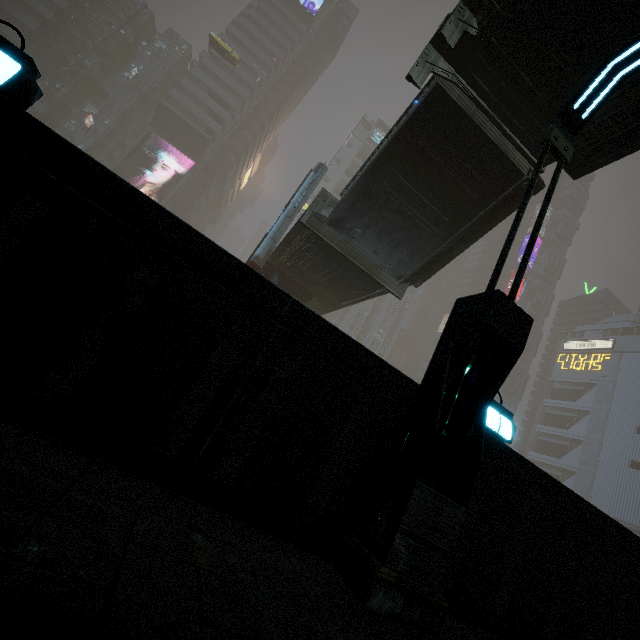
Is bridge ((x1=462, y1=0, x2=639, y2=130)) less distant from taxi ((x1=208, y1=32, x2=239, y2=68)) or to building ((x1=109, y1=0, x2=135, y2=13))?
building ((x1=109, y1=0, x2=135, y2=13))

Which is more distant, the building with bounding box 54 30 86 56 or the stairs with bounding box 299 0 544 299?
the building with bounding box 54 30 86 56

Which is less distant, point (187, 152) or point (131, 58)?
point (187, 152)

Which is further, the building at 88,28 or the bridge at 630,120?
the building at 88,28

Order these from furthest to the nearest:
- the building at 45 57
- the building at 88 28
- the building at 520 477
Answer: the building at 88 28 → the building at 45 57 → the building at 520 477

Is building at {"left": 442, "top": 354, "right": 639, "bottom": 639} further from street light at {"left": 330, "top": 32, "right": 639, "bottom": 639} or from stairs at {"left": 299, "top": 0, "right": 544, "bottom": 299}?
stairs at {"left": 299, "top": 0, "right": 544, "bottom": 299}

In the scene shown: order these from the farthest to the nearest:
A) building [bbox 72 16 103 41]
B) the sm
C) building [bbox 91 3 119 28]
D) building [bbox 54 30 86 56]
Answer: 1. building [bbox 91 3 119 28]
2. building [bbox 72 16 103 41]
3. building [bbox 54 30 86 56]
4. the sm

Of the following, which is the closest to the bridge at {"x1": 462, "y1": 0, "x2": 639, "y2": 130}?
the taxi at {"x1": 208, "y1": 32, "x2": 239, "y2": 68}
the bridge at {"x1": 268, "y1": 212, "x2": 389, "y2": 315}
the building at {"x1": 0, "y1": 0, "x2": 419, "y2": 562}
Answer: → the building at {"x1": 0, "y1": 0, "x2": 419, "y2": 562}
